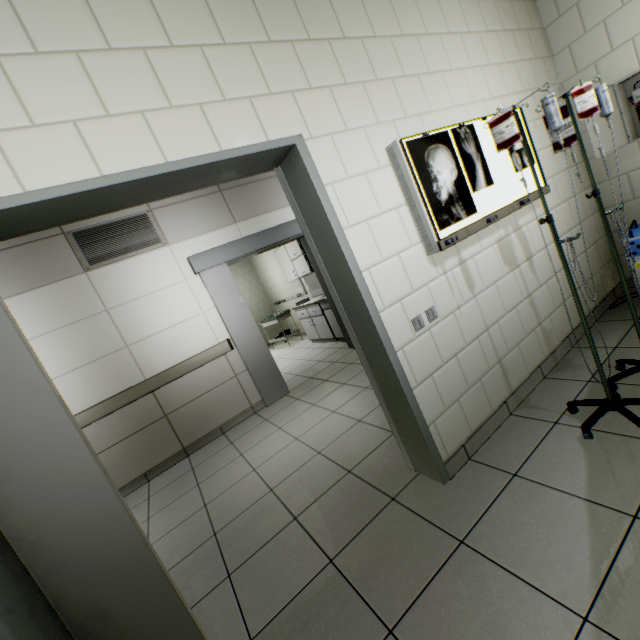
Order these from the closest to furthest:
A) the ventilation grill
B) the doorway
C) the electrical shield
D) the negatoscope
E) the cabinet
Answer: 1. the doorway
2. the negatoscope
3. the electrical shield
4. the ventilation grill
5. the cabinet

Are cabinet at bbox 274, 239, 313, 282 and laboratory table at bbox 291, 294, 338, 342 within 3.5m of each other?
yes

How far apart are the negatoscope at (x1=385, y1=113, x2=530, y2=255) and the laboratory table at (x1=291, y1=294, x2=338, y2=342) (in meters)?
4.34

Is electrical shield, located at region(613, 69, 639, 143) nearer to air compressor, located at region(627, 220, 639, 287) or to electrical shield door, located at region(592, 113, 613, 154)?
electrical shield door, located at region(592, 113, 613, 154)

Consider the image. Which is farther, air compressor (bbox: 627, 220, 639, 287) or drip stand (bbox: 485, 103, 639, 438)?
air compressor (bbox: 627, 220, 639, 287)

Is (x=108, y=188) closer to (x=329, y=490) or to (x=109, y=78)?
(x=109, y=78)

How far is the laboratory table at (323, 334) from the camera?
6.5m

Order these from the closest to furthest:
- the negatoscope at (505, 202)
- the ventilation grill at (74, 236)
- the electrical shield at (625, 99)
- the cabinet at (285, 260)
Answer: the negatoscope at (505, 202) → the electrical shield at (625, 99) → the ventilation grill at (74, 236) → the cabinet at (285, 260)
